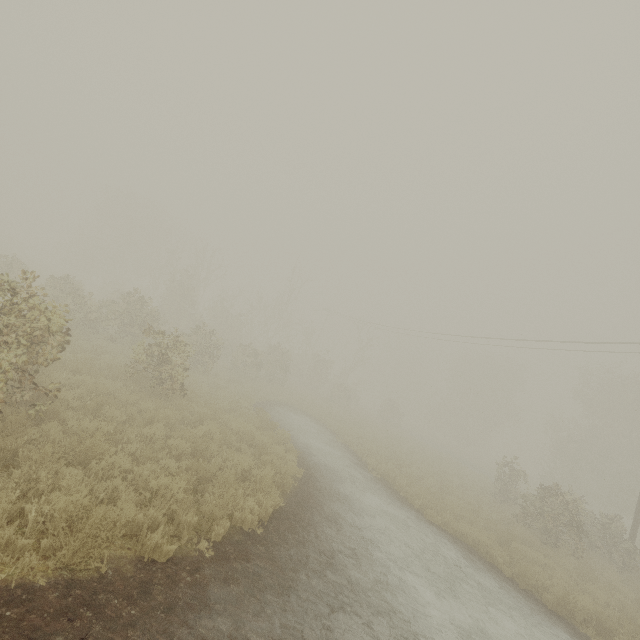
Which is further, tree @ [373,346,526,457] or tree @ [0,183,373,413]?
tree @ [373,346,526,457]

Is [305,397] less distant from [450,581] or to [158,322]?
[158,322]

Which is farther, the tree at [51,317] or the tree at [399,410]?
the tree at [399,410]

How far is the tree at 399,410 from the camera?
46.6m

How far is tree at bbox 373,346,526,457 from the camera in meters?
46.6 m
